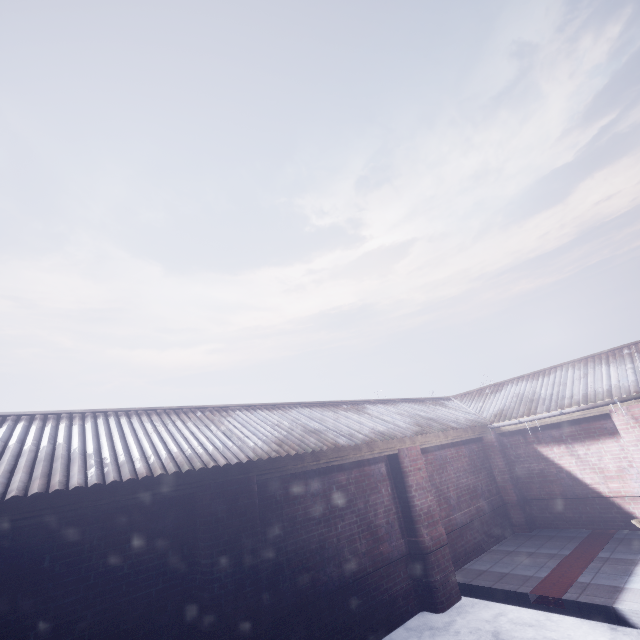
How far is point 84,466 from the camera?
3.14m
